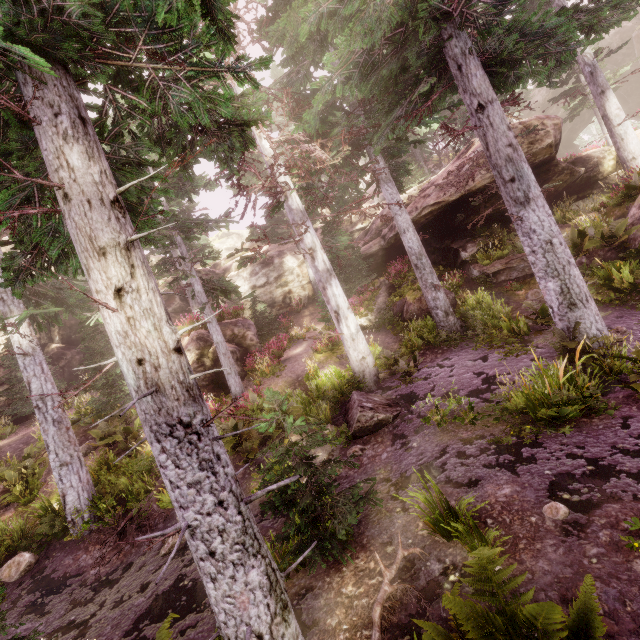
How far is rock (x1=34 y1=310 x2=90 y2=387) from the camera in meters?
22.1 m

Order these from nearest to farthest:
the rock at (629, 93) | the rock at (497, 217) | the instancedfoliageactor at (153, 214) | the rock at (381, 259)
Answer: the instancedfoliageactor at (153, 214)
the rock at (497, 217)
the rock at (381, 259)
the rock at (629, 93)

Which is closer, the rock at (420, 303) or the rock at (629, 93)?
the rock at (420, 303)

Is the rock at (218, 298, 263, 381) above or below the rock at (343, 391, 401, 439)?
above

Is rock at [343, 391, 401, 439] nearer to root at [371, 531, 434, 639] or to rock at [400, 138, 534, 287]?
root at [371, 531, 434, 639]

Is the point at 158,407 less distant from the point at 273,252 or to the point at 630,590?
the point at 630,590

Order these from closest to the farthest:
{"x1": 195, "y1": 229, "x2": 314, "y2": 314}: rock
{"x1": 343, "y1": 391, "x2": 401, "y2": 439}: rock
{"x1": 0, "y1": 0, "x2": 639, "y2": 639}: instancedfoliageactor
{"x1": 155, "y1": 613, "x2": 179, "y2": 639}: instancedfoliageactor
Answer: {"x1": 0, "y1": 0, "x2": 639, "y2": 639}: instancedfoliageactor, {"x1": 155, "y1": 613, "x2": 179, "y2": 639}: instancedfoliageactor, {"x1": 343, "y1": 391, "x2": 401, "y2": 439}: rock, {"x1": 195, "y1": 229, "x2": 314, "y2": 314}: rock

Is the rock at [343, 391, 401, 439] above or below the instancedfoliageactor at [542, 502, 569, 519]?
above
